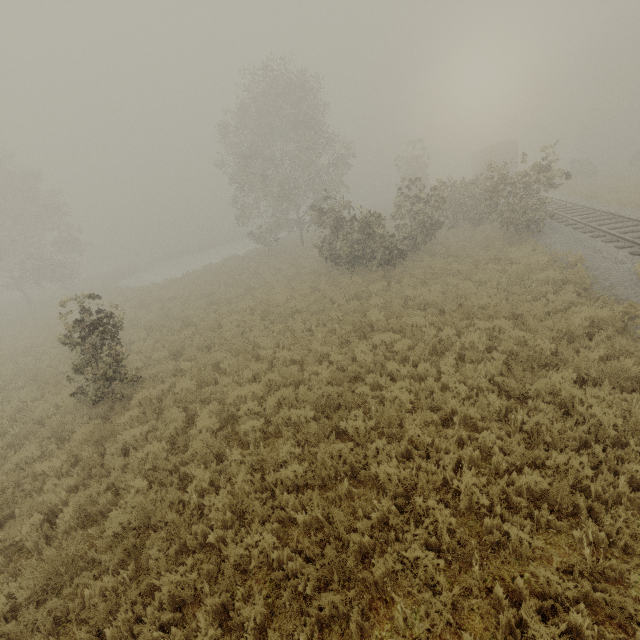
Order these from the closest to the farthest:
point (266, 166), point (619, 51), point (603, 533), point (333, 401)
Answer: point (603, 533) < point (333, 401) < point (266, 166) < point (619, 51)

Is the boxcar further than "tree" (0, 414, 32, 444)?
Yes

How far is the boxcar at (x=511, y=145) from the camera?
36.2 meters

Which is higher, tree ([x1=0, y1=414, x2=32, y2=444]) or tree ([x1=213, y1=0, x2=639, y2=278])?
tree ([x1=213, y1=0, x2=639, y2=278])

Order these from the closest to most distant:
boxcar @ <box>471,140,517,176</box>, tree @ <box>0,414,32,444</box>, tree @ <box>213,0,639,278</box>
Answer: tree @ <box>0,414,32,444</box>, tree @ <box>213,0,639,278</box>, boxcar @ <box>471,140,517,176</box>

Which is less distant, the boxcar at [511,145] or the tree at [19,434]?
the tree at [19,434]

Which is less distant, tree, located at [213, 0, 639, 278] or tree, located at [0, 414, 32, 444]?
tree, located at [0, 414, 32, 444]
